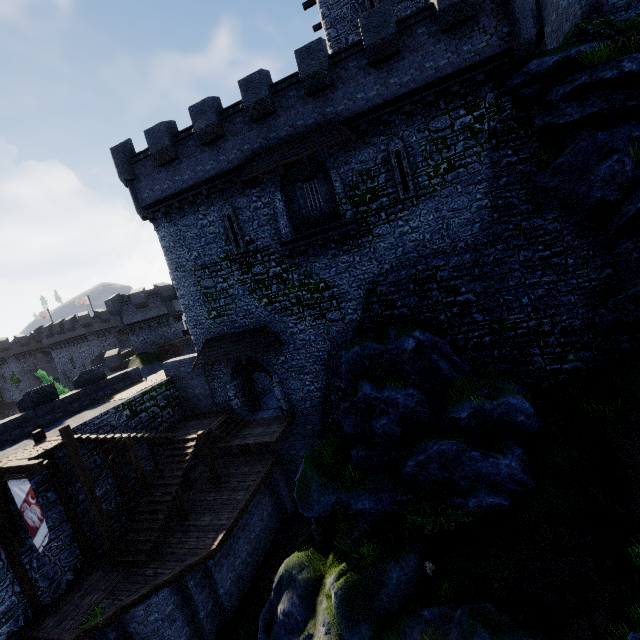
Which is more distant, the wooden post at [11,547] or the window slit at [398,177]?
the window slit at [398,177]

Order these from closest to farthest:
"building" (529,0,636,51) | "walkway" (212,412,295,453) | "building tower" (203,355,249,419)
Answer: "building" (529,0,636,51) → "walkway" (212,412,295,453) → "building tower" (203,355,249,419)

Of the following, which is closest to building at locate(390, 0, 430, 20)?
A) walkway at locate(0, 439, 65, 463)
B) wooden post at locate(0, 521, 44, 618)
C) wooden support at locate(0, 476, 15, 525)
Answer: walkway at locate(0, 439, 65, 463)

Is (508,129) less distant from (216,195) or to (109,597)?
(216,195)

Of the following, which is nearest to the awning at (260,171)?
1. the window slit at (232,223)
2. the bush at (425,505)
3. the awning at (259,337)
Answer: the window slit at (232,223)

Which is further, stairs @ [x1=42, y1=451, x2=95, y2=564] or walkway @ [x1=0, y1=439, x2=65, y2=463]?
stairs @ [x1=42, y1=451, x2=95, y2=564]

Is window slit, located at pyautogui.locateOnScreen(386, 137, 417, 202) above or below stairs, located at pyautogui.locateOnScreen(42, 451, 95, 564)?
above

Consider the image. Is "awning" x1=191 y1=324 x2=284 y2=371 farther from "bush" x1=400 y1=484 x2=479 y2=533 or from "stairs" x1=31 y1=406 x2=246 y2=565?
"bush" x1=400 y1=484 x2=479 y2=533
